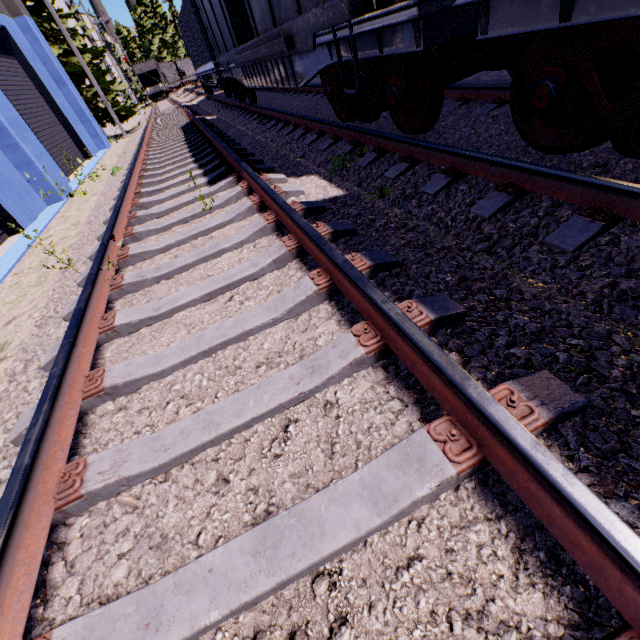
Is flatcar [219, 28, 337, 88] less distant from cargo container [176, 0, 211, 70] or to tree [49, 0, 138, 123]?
cargo container [176, 0, 211, 70]

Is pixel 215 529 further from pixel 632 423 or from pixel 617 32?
pixel 617 32

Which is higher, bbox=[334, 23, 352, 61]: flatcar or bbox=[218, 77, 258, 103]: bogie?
bbox=[334, 23, 352, 61]: flatcar

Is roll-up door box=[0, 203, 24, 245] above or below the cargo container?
below

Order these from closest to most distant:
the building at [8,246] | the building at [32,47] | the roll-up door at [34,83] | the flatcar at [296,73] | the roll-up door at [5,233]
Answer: the flatcar at [296,73] → the building at [8,246] → the roll-up door at [5,233] → the roll-up door at [34,83] → the building at [32,47]

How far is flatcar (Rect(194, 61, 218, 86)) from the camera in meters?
14.8 m

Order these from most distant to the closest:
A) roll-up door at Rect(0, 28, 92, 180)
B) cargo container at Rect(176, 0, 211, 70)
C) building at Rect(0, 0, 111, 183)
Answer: cargo container at Rect(176, 0, 211, 70)
building at Rect(0, 0, 111, 183)
roll-up door at Rect(0, 28, 92, 180)

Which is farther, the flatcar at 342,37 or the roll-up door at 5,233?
the roll-up door at 5,233
